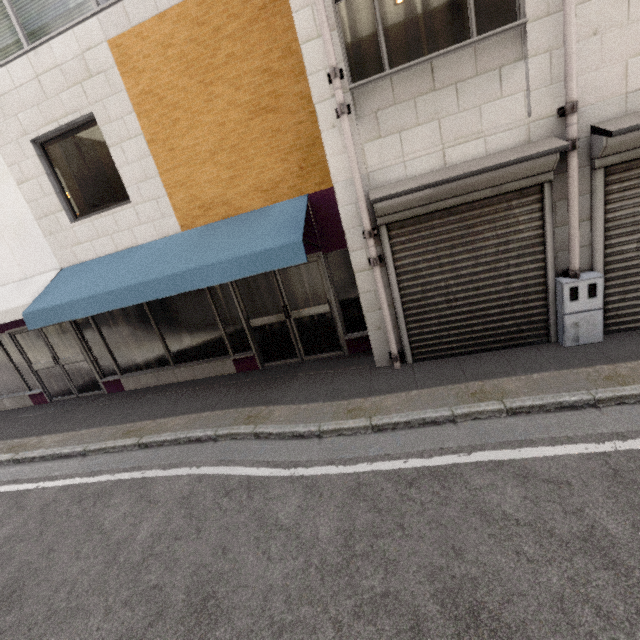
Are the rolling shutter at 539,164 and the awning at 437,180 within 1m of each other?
yes

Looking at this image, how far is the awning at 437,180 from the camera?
3.70m

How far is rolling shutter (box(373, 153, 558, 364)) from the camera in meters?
4.2 m

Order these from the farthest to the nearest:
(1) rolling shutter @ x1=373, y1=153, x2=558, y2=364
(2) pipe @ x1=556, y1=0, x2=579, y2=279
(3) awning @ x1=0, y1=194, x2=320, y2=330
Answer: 1. (3) awning @ x1=0, y1=194, x2=320, y2=330
2. (1) rolling shutter @ x1=373, y1=153, x2=558, y2=364
3. (2) pipe @ x1=556, y1=0, x2=579, y2=279

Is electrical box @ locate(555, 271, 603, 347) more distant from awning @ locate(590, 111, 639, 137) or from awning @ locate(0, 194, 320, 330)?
awning @ locate(0, 194, 320, 330)

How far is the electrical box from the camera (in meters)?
4.23

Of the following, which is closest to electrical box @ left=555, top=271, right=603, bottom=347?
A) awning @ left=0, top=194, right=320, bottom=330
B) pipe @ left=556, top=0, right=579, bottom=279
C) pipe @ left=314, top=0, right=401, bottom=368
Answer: pipe @ left=556, top=0, right=579, bottom=279

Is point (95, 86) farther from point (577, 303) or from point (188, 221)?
point (577, 303)
